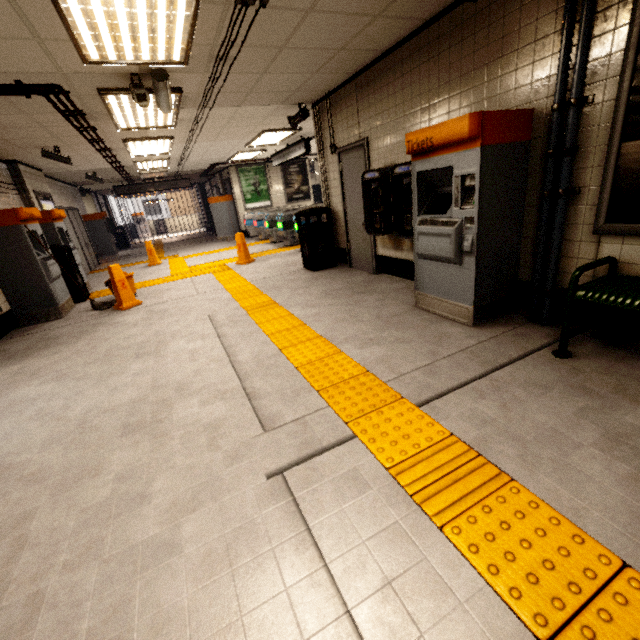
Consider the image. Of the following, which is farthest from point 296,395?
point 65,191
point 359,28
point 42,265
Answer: point 65,191

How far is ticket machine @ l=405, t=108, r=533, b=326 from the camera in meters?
2.7 m

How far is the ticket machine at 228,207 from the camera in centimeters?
1366cm

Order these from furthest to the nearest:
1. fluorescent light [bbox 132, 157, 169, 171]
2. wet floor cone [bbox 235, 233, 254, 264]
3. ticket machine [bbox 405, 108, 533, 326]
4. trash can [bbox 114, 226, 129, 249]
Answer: trash can [bbox 114, 226, 129, 249], fluorescent light [bbox 132, 157, 169, 171], wet floor cone [bbox 235, 233, 254, 264], ticket machine [bbox 405, 108, 533, 326]

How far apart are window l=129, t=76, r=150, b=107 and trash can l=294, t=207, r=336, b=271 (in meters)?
2.67

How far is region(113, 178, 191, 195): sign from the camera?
13.45m

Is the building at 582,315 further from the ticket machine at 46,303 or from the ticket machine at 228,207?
the ticket machine at 228,207

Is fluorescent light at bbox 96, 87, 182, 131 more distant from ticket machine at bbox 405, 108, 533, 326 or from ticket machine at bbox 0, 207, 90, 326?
ticket machine at bbox 405, 108, 533, 326
